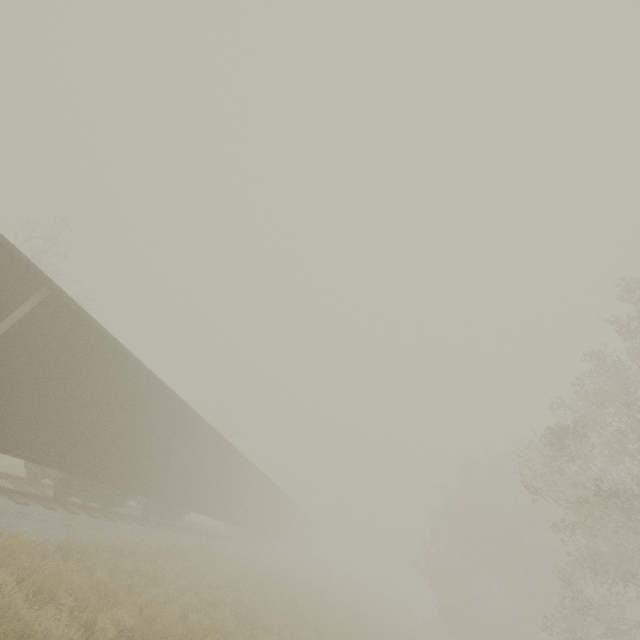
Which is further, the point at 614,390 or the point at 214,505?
the point at 214,505

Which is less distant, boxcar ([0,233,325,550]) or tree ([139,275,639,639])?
boxcar ([0,233,325,550])

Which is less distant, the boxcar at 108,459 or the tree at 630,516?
the boxcar at 108,459
